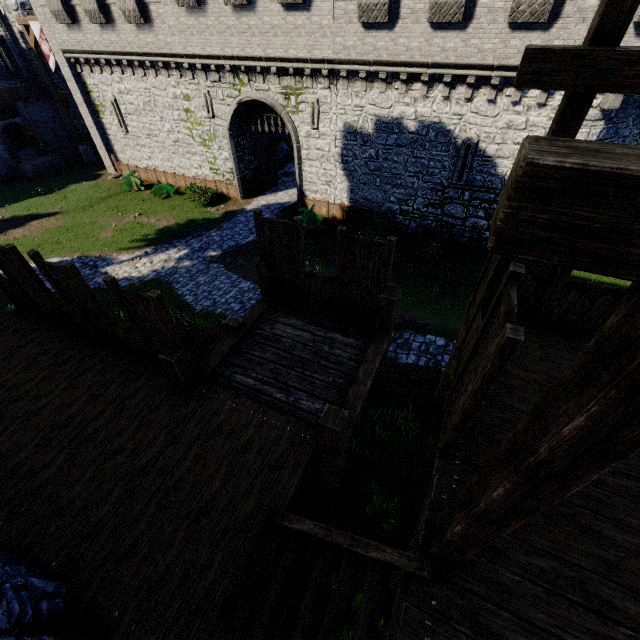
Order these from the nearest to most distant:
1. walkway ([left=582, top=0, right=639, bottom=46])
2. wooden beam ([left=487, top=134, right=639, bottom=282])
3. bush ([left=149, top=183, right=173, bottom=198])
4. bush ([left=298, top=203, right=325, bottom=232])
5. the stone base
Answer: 1. wooden beam ([left=487, top=134, right=639, bottom=282])
2. walkway ([left=582, top=0, right=639, bottom=46])
3. bush ([left=298, top=203, right=325, bottom=232])
4. bush ([left=149, top=183, right=173, bottom=198])
5. the stone base

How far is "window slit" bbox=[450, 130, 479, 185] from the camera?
15.6 meters

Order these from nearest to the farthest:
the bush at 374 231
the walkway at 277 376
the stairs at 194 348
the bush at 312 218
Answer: the walkway at 277 376
the stairs at 194 348
the bush at 374 231
the bush at 312 218

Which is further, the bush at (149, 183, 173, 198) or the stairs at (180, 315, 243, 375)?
the bush at (149, 183, 173, 198)

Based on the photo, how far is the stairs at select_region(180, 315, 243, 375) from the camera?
6.9 meters

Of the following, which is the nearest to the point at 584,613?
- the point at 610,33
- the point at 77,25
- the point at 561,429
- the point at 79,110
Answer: the point at 561,429

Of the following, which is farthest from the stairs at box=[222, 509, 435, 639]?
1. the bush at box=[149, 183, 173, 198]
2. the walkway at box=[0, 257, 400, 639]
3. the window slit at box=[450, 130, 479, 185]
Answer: the bush at box=[149, 183, 173, 198]

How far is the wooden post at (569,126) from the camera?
3.4m
